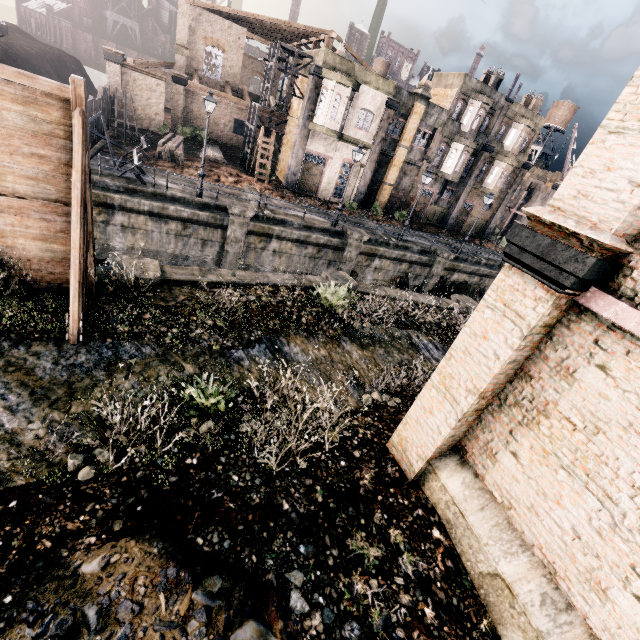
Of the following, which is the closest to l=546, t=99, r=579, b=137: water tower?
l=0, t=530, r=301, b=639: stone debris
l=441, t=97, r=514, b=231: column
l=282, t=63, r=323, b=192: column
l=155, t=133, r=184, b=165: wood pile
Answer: l=441, t=97, r=514, b=231: column

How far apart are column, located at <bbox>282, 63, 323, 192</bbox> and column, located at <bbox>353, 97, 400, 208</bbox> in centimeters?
599cm

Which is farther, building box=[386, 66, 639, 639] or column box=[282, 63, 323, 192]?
column box=[282, 63, 323, 192]

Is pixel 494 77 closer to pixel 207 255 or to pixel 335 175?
pixel 335 175

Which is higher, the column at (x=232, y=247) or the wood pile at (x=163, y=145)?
the wood pile at (x=163, y=145)

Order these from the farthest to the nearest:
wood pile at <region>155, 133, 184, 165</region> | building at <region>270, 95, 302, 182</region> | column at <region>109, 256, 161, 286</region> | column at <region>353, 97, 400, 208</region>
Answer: building at <region>270, 95, 302, 182</region> < column at <region>353, 97, 400, 208</region> < wood pile at <region>155, 133, 184, 165</region> < column at <region>109, 256, 161, 286</region>

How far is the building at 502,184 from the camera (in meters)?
34.50

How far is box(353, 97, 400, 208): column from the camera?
28.2m
